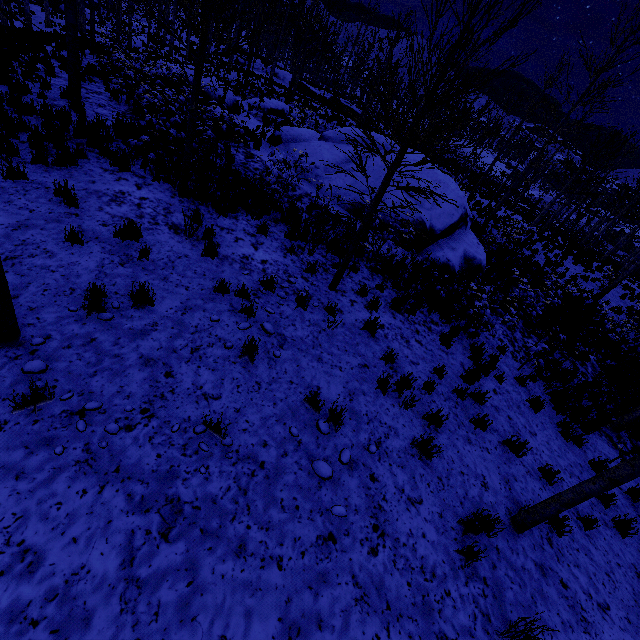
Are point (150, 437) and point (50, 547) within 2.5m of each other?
yes

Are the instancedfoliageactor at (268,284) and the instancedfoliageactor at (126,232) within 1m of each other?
no

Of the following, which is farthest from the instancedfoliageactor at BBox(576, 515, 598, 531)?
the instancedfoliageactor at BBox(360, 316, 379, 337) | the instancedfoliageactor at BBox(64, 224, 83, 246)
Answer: the instancedfoliageactor at BBox(64, 224, 83, 246)

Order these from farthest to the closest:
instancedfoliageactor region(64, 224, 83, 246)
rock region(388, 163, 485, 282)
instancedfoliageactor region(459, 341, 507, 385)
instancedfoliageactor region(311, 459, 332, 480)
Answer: rock region(388, 163, 485, 282) < instancedfoliageactor region(459, 341, 507, 385) < instancedfoliageactor region(64, 224, 83, 246) < instancedfoliageactor region(311, 459, 332, 480)

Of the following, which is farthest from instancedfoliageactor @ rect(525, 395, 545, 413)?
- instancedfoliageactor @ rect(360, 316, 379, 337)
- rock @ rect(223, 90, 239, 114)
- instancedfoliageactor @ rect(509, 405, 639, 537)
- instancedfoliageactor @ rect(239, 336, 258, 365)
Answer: rock @ rect(223, 90, 239, 114)

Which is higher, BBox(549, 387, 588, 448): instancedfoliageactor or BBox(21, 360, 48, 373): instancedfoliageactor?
BBox(21, 360, 48, 373): instancedfoliageactor

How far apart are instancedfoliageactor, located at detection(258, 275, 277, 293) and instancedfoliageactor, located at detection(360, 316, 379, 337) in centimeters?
200cm

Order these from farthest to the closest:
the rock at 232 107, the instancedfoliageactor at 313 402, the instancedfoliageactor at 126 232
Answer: the rock at 232 107
the instancedfoliageactor at 126 232
the instancedfoliageactor at 313 402
